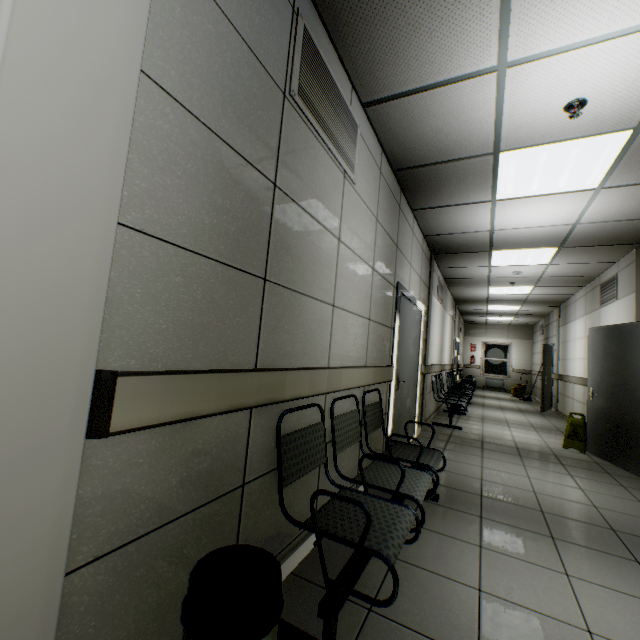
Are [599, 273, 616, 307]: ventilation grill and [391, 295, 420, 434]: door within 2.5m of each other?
no

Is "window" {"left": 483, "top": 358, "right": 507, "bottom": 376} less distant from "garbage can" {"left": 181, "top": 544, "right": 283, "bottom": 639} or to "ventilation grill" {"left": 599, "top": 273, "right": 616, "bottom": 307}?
"ventilation grill" {"left": 599, "top": 273, "right": 616, "bottom": 307}

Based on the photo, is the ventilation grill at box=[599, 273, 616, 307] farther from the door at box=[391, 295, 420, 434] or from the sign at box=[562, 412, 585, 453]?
the door at box=[391, 295, 420, 434]

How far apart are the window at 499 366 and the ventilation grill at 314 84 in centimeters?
1621cm

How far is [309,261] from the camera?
1.96m

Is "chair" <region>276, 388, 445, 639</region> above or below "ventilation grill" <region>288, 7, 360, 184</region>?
below

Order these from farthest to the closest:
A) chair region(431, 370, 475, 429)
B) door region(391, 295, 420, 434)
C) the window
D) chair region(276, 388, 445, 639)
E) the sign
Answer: the window, chair region(431, 370, 475, 429), the sign, door region(391, 295, 420, 434), chair region(276, 388, 445, 639)

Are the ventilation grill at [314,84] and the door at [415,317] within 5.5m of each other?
yes
